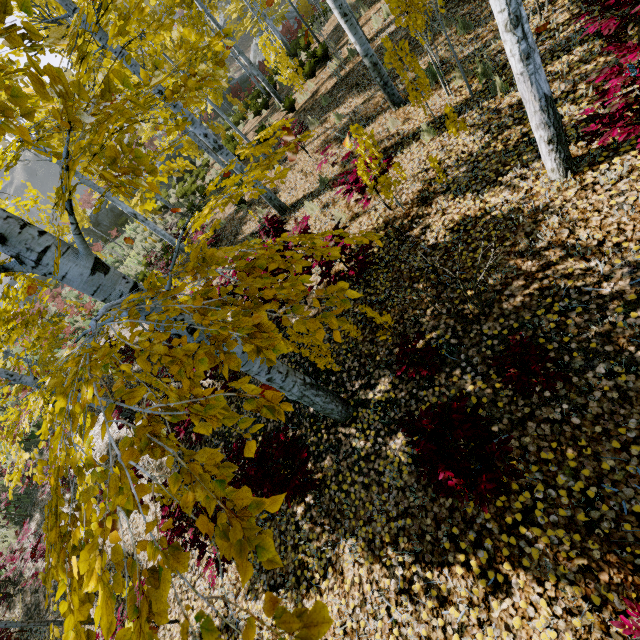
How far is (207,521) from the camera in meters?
0.9

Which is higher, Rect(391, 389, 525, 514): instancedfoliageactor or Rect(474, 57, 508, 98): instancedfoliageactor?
Rect(391, 389, 525, 514): instancedfoliageactor

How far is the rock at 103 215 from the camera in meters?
25.4

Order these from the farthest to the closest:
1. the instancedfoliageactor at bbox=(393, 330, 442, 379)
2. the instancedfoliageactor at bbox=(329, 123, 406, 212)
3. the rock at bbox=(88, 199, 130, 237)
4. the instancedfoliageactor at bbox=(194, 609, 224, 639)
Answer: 1. the rock at bbox=(88, 199, 130, 237)
2. the instancedfoliageactor at bbox=(329, 123, 406, 212)
3. the instancedfoliageactor at bbox=(393, 330, 442, 379)
4. the instancedfoliageactor at bbox=(194, 609, 224, 639)

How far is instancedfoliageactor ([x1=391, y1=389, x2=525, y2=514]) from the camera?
2.2m

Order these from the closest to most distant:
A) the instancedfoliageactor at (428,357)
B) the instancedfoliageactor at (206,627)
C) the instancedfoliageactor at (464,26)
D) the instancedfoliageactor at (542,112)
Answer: the instancedfoliageactor at (206,627) → the instancedfoliageactor at (542,112) → the instancedfoliageactor at (428,357) → the instancedfoliageactor at (464,26)
